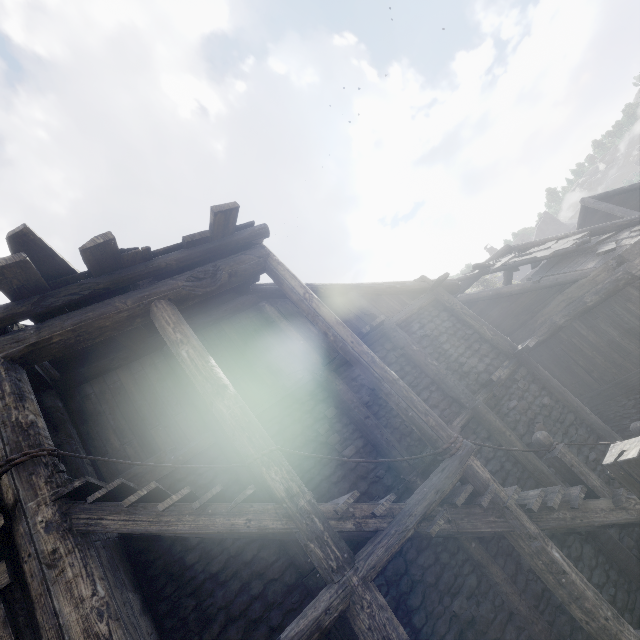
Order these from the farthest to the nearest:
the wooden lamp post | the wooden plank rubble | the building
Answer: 1. the wooden plank rubble
2. the building
3. the wooden lamp post

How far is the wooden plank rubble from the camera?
10.63m

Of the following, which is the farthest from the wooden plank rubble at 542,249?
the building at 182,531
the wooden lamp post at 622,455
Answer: the wooden lamp post at 622,455

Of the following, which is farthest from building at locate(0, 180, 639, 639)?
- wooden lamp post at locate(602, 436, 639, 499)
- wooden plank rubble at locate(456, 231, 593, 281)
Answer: wooden lamp post at locate(602, 436, 639, 499)

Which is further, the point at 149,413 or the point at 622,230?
the point at 622,230

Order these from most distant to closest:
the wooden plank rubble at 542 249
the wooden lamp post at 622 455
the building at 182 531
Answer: the wooden plank rubble at 542 249
the building at 182 531
the wooden lamp post at 622 455

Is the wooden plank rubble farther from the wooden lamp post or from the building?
the wooden lamp post
